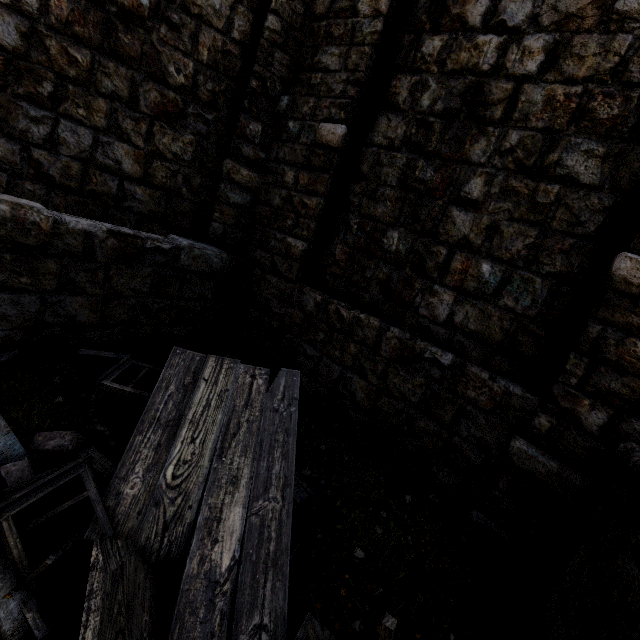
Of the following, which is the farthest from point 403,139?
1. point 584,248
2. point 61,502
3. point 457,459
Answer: point 61,502

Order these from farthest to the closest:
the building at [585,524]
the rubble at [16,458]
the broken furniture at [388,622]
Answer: the building at [585,524], the rubble at [16,458], the broken furniture at [388,622]

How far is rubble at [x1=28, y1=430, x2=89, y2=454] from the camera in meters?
2.8 m

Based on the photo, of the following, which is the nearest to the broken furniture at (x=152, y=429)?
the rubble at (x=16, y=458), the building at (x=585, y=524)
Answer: the rubble at (x=16, y=458)

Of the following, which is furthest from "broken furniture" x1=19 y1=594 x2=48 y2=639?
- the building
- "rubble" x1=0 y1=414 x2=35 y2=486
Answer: the building

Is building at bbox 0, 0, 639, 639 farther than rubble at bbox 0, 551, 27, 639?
Yes

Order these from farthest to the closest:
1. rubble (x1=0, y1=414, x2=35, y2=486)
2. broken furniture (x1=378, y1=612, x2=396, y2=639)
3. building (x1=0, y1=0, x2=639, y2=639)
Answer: building (x1=0, y1=0, x2=639, y2=639), rubble (x1=0, y1=414, x2=35, y2=486), broken furniture (x1=378, y1=612, x2=396, y2=639)
